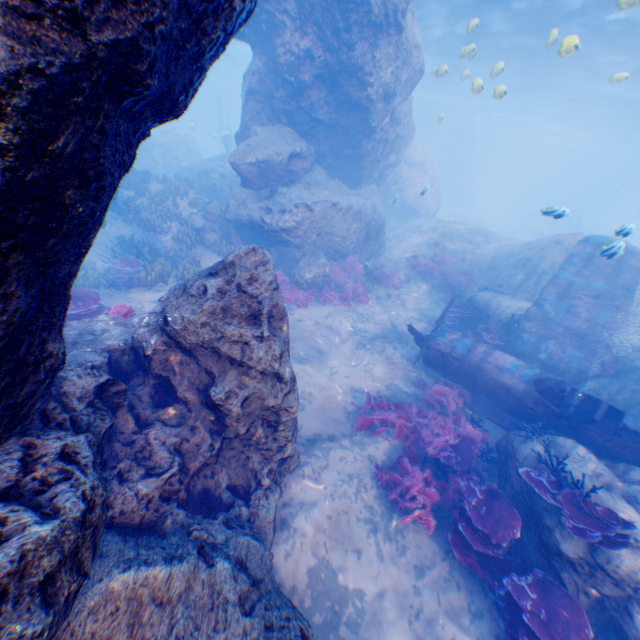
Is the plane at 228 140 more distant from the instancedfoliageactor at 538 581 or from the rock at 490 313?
the instancedfoliageactor at 538 581

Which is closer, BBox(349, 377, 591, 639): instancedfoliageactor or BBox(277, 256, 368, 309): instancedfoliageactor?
BBox(349, 377, 591, 639): instancedfoliageactor

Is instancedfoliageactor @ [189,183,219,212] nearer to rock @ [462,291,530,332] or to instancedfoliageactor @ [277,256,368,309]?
rock @ [462,291,530,332]

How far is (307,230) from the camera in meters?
12.8

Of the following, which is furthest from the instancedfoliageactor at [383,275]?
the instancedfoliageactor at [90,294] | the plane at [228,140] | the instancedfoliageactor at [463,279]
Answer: the plane at [228,140]

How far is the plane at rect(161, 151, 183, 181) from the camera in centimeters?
2497cm

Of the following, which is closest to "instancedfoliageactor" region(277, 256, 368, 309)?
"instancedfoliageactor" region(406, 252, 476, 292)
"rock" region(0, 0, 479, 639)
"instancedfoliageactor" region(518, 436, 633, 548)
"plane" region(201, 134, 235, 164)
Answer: "rock" region(0, 0, 479, 639)

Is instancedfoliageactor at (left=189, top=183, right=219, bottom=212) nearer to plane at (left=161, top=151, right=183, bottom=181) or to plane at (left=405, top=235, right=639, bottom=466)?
plane at (left=161, top=151, right=183, bottom=181)
